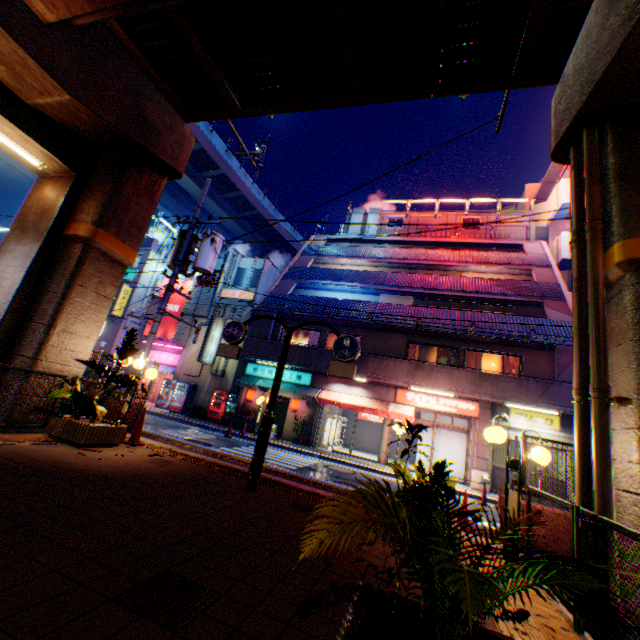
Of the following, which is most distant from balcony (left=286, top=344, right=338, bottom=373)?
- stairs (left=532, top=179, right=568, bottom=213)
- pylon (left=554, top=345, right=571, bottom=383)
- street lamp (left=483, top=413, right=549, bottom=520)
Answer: stairs (left=532, top=179, right=568, bottom=213)

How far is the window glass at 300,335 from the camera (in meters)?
20.69

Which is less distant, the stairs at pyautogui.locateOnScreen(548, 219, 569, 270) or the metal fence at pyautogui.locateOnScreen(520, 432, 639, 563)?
the metal fence at pyautogui.locateOnScreen(520, 432, 639, 563)

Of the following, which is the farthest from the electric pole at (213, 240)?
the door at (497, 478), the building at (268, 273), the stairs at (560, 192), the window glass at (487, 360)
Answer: the stairs at (560, 192)

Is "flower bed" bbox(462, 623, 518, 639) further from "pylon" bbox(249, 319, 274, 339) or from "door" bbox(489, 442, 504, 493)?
"pylon" bbox(249, 319, 274, 339)

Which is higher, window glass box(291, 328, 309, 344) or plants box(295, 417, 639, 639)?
window glass box(291, 328, 309, 344)

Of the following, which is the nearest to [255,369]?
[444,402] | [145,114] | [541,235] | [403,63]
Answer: [444,402]

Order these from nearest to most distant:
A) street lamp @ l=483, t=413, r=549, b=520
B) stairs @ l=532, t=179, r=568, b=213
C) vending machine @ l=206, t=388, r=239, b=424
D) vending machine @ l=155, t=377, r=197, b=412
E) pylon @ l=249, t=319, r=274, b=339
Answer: street lamp @ l=483, t=413, r=549, b=520 < pylon @ l=249, t=319, r=274, b=339 < vending machine @ l=206, t=388, r=239, b=424 < vending machine @ l=155, t=377, r=197, b=412 < stairs @ l=532, t=179, r=568, b=213
